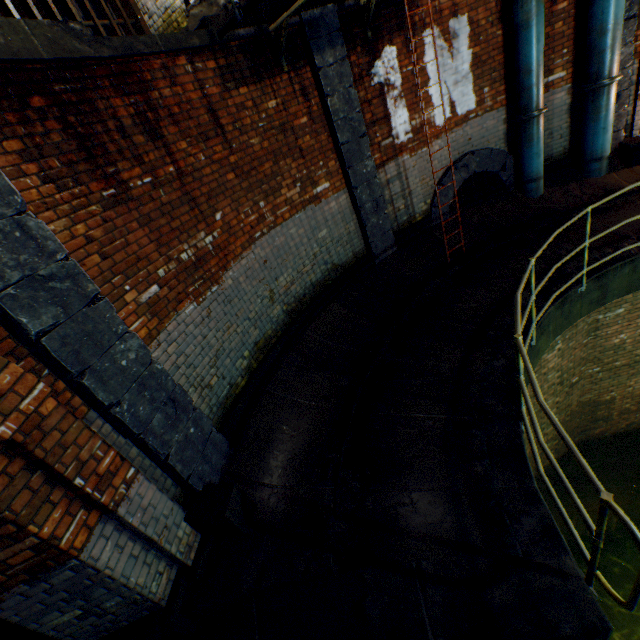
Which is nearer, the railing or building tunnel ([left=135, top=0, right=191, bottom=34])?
the railing

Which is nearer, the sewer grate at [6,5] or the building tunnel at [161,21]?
the sewer grate at [6,5]

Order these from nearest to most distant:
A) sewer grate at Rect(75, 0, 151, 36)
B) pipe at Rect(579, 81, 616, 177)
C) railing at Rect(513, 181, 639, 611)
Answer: railing at Rect(513, 181, 639, 611) < sewer grate at Rect(75, 0, 151, 36) < pipe at Rect(579, 81, 616, 177)

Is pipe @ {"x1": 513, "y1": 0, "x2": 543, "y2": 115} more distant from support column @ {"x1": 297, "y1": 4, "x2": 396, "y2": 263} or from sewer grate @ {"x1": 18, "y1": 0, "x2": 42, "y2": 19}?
sewer grate @ {"x1": 18, "y1": 0, "x2": 42, "y2": 19}

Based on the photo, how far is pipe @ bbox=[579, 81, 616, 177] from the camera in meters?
6.3 m

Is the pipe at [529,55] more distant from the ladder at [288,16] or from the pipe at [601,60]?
the ladder at [288,16]

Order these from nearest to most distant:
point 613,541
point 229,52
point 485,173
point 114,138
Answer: point 114,138 < point 229,52 < point 485,173 < point 613,541

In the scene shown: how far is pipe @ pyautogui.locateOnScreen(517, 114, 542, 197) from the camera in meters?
6.6 m
